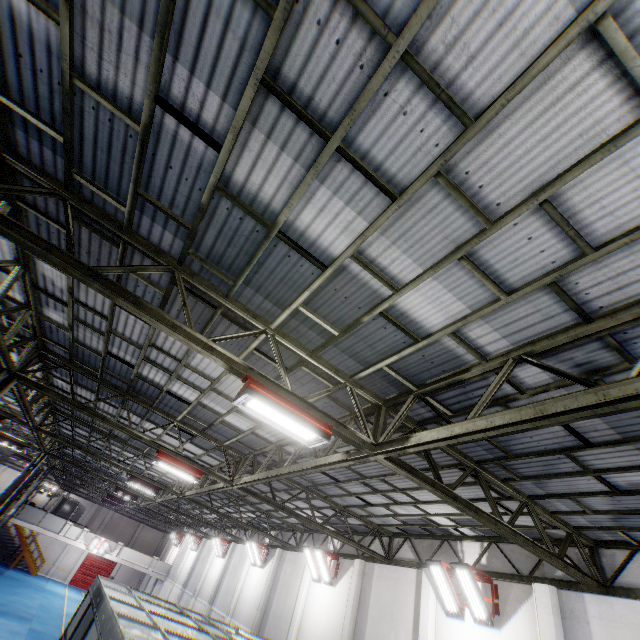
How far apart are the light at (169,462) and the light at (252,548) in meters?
13.4

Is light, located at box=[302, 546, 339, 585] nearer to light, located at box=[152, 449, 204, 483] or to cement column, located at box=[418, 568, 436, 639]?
cement column, located at box=[418, 568, 436, 639]

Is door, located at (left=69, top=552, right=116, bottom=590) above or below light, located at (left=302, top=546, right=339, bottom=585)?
below

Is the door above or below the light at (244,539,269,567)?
below

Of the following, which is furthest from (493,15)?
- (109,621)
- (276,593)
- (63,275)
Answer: (276,593)

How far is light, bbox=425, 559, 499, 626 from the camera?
9.43m

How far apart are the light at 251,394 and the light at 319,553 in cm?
1314

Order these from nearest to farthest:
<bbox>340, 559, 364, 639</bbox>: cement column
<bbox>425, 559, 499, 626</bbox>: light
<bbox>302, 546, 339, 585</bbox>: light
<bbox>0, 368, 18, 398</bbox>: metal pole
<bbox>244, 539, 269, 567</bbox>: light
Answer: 1. <bbox>0, 368, 18, 398</bbox>: metal pole
2. <bbox>425, 559, 499, 626</bbox>: light
3. <bbox>340, 559, 364, 639</bbox>: cement column
4. <bbox>302, 546, 339, 585</bbox>: light
5. <bbox>244, 539, 269, 567</bbox>: light
